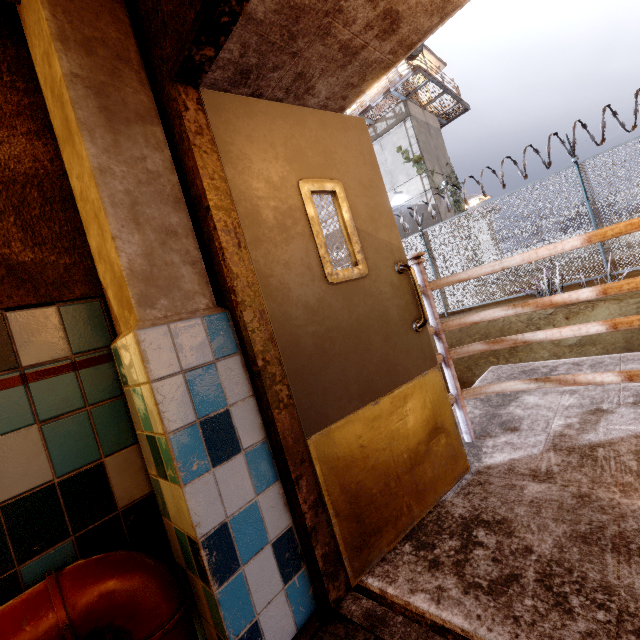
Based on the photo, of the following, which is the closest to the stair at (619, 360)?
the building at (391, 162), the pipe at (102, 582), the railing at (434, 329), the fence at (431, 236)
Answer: the railing at (434, 329)

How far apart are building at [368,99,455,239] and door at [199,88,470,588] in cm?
1666

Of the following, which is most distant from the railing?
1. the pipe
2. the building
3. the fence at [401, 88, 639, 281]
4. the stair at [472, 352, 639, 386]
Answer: the building

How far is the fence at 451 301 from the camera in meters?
9.1 m

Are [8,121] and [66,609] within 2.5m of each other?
yes

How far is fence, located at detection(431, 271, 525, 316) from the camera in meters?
9.1 m

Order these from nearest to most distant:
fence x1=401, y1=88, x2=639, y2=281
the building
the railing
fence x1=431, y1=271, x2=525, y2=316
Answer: the railing, fence x1=401, y1=88, x2=639, y2=281, fence x1=431, y1=271, x2=525, y2=316, the building

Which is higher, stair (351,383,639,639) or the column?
the column
